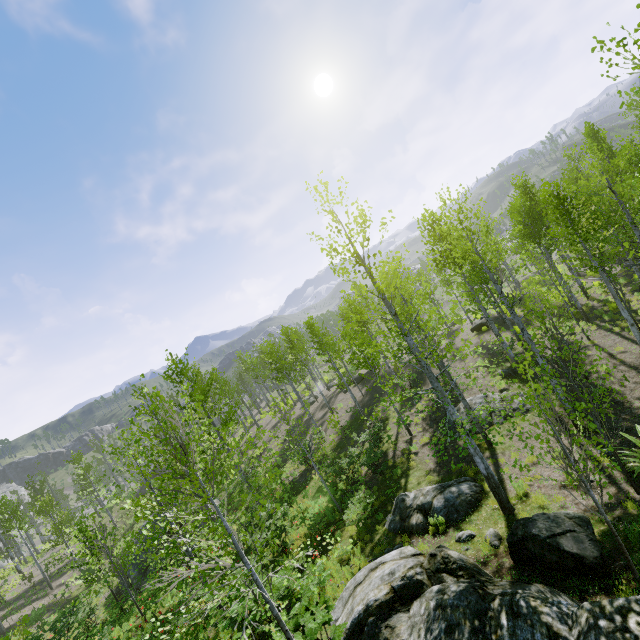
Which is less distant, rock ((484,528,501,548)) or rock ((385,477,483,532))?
rock ((484,528,501,548))

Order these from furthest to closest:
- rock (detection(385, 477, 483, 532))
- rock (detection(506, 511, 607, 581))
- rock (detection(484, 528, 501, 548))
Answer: rock (detection(385, 477, 483, 532)), rock (detection(484, 528, 501, 548)), rock (detection(506, 511, 607, 581))

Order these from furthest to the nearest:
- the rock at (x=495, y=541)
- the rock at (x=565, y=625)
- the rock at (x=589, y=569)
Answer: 1. the rock at (x=495, y=541)
2. the rock at (x=589, y=569)
3. the rock at (x=565, y=625)

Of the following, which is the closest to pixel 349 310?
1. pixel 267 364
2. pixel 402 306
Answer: pixel 267 364

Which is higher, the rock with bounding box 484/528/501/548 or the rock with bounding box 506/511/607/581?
the rock with bounding box 506/511/607/581

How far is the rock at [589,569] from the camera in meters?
6.3 m
